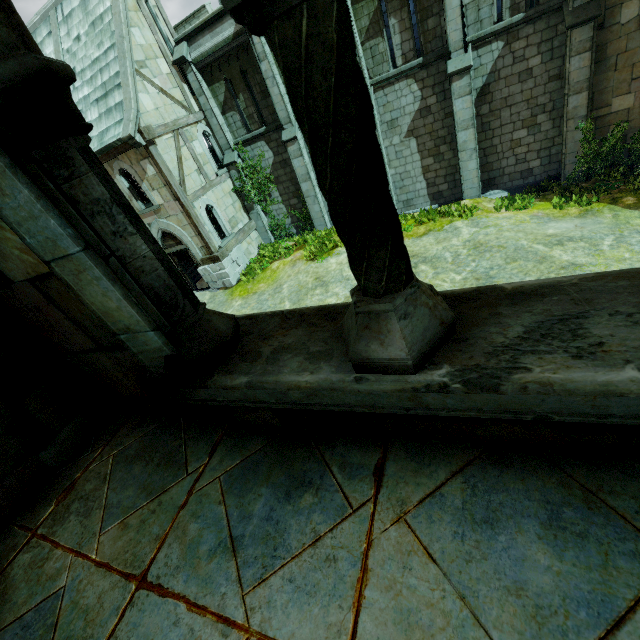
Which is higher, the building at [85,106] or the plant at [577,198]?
the building at [85,106]

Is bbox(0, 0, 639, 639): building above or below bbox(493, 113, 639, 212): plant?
above

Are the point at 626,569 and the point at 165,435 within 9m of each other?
yes

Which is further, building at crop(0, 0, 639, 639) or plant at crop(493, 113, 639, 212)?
plant at crop(493, 113, 639, 212)

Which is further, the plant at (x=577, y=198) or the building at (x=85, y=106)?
the plant at (x=577, y=198)
